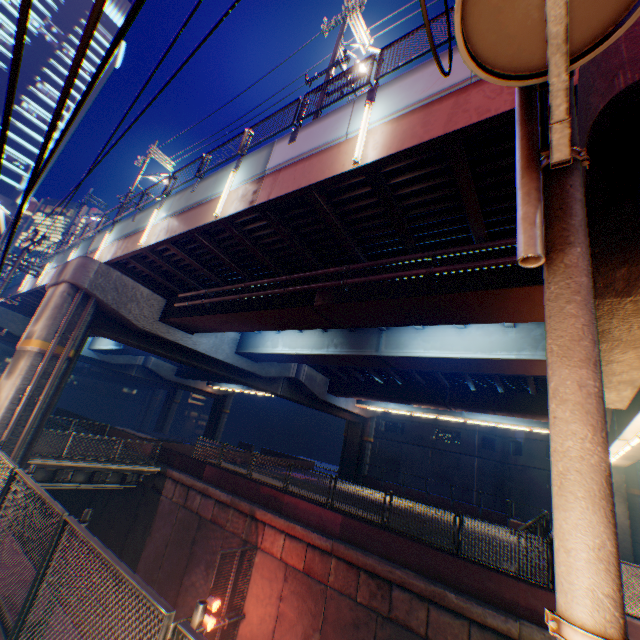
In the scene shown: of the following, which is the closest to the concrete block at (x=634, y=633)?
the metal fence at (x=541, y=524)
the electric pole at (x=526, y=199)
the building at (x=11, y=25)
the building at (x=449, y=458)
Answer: the metal fence at (x=541, y=524)

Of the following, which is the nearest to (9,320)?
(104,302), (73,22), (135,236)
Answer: (104,302)

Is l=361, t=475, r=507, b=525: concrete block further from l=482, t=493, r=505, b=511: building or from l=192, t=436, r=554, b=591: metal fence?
l=482, t=493, r=505, b=511: building

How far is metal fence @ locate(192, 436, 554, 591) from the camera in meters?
9.2

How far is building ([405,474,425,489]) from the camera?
40.91m

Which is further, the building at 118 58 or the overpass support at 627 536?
the building at 118 58

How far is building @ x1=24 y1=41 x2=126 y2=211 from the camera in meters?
45.1

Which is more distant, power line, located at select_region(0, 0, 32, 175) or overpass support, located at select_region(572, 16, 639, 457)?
overpass support, located at select_region(572, 16, 639, 457)
